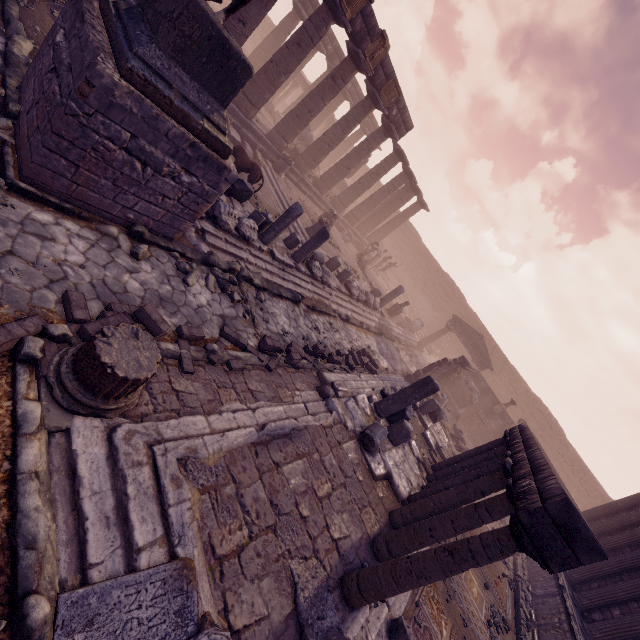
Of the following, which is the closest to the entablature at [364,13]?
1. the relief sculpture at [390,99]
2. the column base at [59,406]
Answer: the relief sculpture at [390,99]

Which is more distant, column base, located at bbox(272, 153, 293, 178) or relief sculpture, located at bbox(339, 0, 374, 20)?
column base, located at bbox(272, 153, 293, 178)

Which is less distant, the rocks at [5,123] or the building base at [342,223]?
the rocks at [5,123]

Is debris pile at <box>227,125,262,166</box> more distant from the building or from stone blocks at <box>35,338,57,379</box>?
the building

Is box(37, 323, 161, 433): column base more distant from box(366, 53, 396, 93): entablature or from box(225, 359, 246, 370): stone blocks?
box(366, 53, 396, 93): entablature

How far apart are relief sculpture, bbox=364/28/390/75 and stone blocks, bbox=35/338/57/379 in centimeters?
1627cm

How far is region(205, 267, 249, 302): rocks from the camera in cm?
672

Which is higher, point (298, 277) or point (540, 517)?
point (540, 517)
